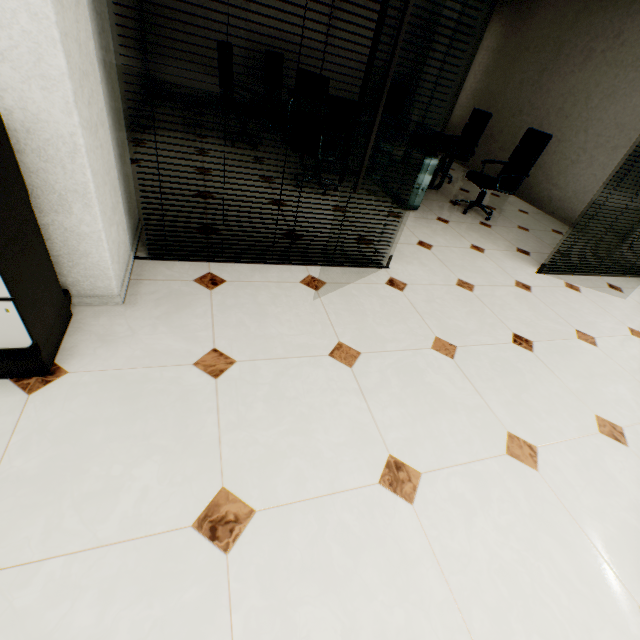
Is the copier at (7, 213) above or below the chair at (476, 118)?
below

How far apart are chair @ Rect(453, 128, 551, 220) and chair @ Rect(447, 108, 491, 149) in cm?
111

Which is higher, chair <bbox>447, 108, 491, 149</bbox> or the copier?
chair <bbox>447, 108, 491, 149</bbox>

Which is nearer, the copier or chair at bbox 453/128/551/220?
the copier

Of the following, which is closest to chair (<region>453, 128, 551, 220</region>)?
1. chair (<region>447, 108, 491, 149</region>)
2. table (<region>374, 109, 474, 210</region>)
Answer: table (<region>374, 109, 474, 210</region>)

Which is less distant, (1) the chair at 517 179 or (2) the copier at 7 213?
(2) the copier at 7 213

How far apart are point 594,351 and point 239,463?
2.9m

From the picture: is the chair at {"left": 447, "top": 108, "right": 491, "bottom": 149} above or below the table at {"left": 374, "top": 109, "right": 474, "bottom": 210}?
above
